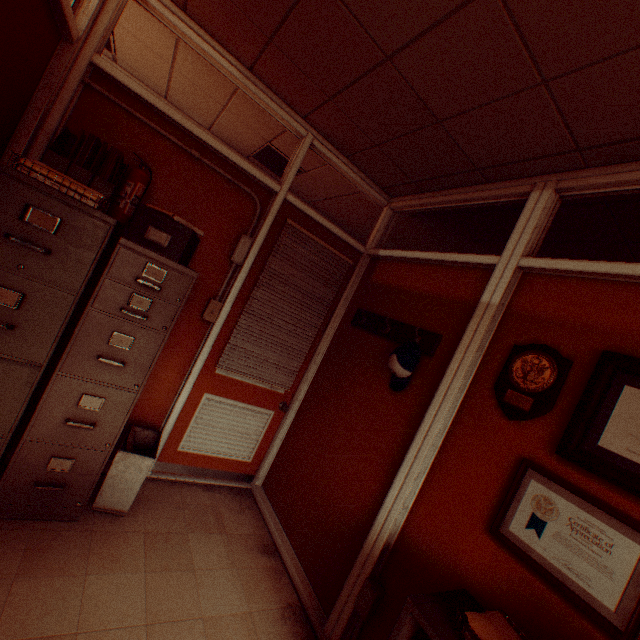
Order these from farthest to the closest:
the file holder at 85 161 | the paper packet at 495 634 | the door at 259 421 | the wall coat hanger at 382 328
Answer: the door at 259 421 → the wall coat hanger at 382 328 → the file holder at 85 161 → the paper packet at 495 634

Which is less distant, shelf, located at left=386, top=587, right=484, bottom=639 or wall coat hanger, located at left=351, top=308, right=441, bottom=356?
shelf, located at left=386, top=587, right=484, bottom=639

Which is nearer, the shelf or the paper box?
the shelf

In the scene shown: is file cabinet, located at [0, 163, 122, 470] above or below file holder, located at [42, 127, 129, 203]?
below

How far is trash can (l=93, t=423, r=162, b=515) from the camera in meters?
2.3

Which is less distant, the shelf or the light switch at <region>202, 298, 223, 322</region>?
the shelf

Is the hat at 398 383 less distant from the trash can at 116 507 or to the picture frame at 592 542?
the picture frame at 592 542

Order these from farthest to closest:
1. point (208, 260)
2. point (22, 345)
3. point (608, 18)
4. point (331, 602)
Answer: point (208, 260) < point (331, 602) < point (22, 345) < point (608, 18)
